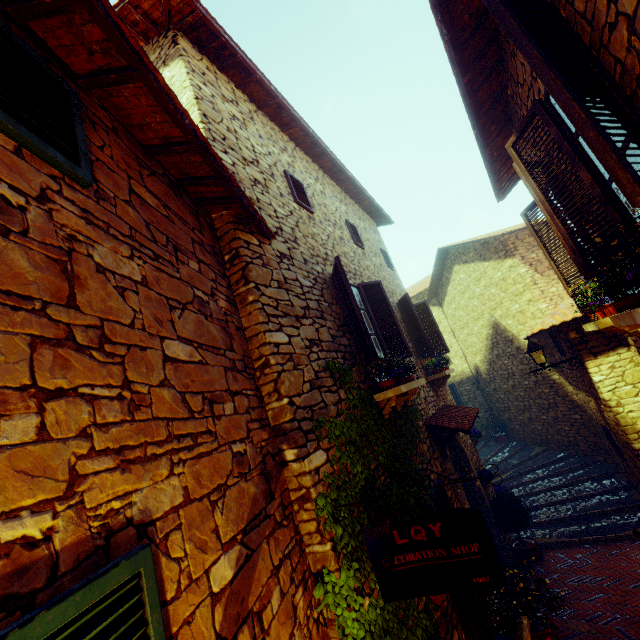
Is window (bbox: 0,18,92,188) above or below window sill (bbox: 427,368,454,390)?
above

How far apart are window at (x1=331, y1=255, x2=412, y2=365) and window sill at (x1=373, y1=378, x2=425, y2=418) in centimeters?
7cm

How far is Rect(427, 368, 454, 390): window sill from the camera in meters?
7.8 m

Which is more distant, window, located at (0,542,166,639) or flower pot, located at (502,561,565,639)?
flower pot, located at (502,561,565,639)

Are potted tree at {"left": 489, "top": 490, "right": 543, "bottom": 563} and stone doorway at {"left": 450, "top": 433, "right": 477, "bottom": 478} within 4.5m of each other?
yes

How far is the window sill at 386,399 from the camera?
4.52m

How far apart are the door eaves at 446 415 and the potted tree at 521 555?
1.44m

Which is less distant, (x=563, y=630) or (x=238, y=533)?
(x=238, y=533)
